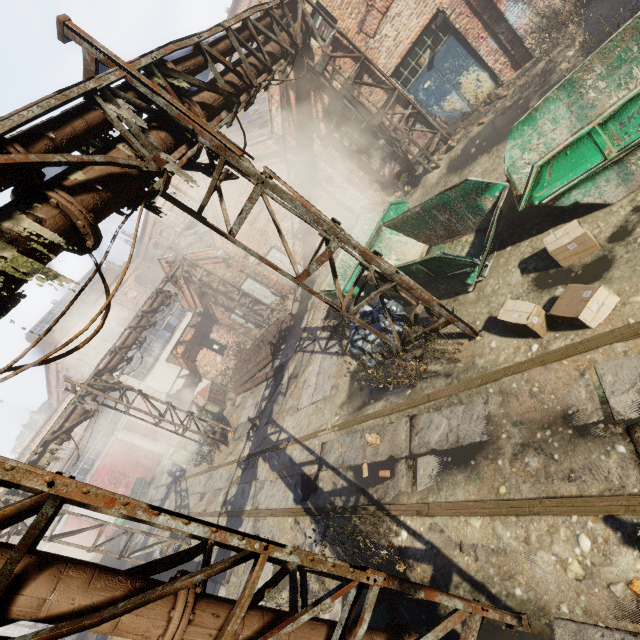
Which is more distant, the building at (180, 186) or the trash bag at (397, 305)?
the building at (180, 186)

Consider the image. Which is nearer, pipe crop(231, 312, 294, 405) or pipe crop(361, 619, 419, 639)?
pipe crop(361, 619, 419, 639)

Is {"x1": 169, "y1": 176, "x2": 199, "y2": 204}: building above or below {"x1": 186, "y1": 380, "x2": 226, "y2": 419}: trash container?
above

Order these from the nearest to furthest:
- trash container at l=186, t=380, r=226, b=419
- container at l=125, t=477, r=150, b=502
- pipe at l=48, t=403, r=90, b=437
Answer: pipe at l=48, t=403, r=90, b=437, trash container at l=186, t=380, r=226, b=419, container at l=125, t=477, r=150, b=502

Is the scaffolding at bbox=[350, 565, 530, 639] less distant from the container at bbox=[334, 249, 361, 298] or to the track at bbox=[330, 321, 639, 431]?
the track at bbox=[330, 321, 639, 431]

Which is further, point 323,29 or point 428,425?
point 323,29

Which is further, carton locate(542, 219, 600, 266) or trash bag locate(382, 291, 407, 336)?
trash bag locate(382, 291, 407, 336)

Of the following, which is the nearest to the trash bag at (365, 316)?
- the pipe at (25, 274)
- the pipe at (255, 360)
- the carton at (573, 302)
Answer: the pipe at (25, 274)
